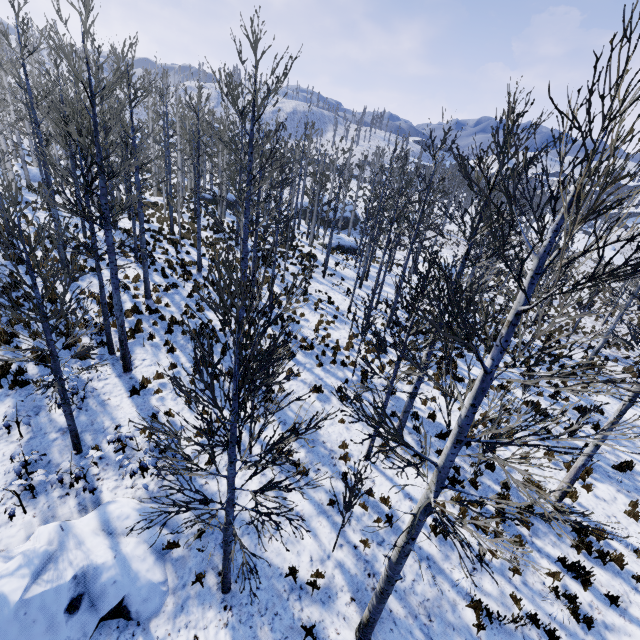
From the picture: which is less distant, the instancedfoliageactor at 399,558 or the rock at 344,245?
the instancedfoliageactor at 399,558

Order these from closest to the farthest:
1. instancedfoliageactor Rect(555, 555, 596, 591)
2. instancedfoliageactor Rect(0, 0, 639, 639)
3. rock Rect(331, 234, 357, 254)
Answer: instancedfoliageactor Rect(0, 0, 639, 639) < instancedfoliageactor Rect(555, 555, 596, 591) < rock Rect(331, 234, 357, 254)

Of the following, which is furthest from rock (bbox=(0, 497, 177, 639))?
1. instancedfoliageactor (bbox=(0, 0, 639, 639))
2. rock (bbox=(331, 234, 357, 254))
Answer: rock (bbox=(331, 234, 357, 254))

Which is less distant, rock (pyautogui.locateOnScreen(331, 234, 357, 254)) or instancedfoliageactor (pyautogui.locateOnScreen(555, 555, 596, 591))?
instancedfoliageactor (pyautogui.locateOnScreen(555, 555, 596, 591))

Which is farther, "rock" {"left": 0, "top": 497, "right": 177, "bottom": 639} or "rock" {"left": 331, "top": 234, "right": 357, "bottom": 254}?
"rock" {"left": 331, "top": 234, "right": 357, "bottom": 254}

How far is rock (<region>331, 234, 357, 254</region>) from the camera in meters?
31.0

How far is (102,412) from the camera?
9.37m

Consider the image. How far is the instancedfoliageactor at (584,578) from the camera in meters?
7.2
